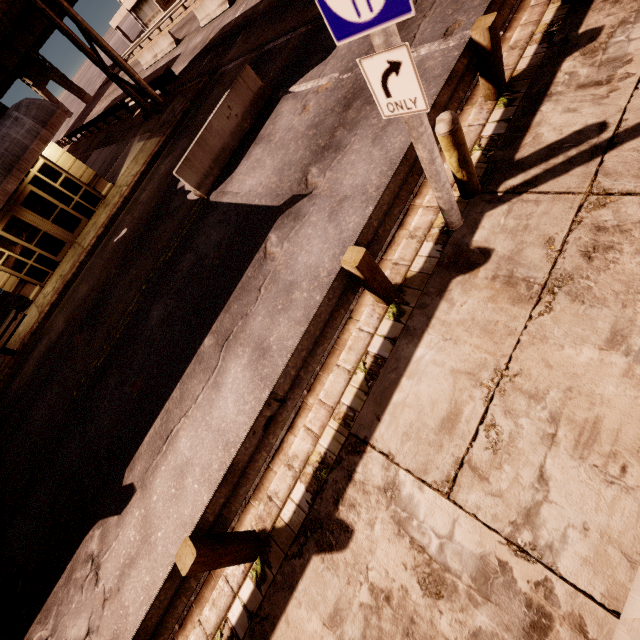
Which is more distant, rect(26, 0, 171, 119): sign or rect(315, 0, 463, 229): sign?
rect(26, 0, 171, 119): sign

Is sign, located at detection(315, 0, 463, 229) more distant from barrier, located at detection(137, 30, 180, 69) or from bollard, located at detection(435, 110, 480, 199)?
barrier, located at detection(137, 30, 180, 69)

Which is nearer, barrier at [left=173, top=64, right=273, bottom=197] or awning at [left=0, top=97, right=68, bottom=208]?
barrier at [left=173, top=64, right=273, bottom=197]

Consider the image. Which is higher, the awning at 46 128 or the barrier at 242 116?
the awning at 46 128

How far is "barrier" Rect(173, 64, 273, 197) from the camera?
9.2m

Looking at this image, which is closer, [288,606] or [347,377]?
[288,606]

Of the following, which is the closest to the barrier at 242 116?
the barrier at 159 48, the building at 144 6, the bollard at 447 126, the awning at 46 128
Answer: the bollard at 447 126

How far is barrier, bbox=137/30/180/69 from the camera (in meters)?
25.91
